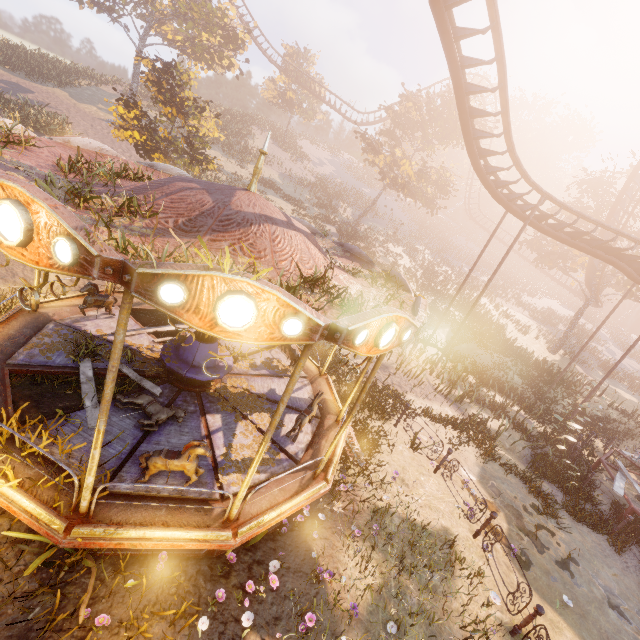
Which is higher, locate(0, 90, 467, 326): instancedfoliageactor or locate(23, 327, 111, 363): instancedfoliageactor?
locate(0, 90, 467, 326): instancedfoliageactor

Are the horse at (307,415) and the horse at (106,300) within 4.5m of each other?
no

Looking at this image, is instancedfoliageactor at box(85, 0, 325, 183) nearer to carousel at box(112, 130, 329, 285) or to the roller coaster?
carousel at box(112, 130, 329, 285)

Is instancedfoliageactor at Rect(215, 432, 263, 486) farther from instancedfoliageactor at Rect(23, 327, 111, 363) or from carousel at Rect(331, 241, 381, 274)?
instancedfoliageactor at Rect(23, 327, 111, 363)

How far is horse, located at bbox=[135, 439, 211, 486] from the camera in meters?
4.7

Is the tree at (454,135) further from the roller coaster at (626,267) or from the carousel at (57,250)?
the carousel at (57,250)

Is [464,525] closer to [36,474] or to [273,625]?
[273,625]

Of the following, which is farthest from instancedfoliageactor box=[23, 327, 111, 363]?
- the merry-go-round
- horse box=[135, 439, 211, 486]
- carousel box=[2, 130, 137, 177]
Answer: the merry-go-round
